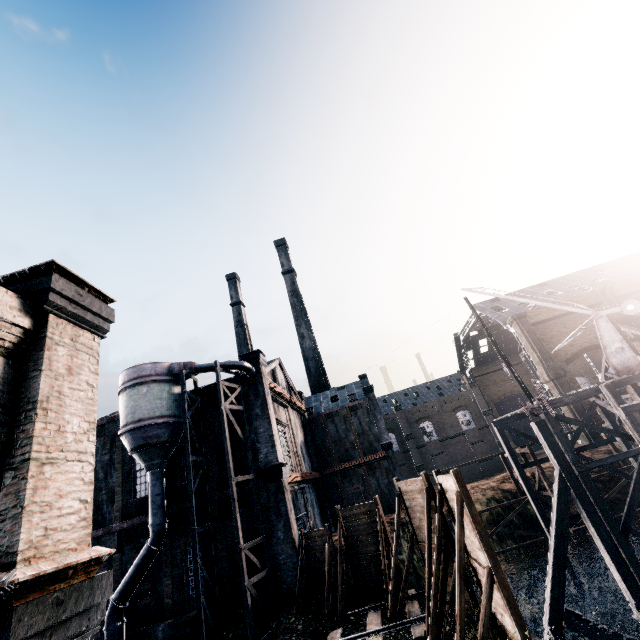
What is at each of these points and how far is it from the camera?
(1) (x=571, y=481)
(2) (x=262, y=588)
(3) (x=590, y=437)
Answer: (1) wooden brace, 17.89m
(2) building, 19.61m
(3) building, 37.81m

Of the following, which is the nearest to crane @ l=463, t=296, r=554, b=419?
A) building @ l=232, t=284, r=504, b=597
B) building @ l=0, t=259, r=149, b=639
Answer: building @ l=232, t=284, r=504, b=597

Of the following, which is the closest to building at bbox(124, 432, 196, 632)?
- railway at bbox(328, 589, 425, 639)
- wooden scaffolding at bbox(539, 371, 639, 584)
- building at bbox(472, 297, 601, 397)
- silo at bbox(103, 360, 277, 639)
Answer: silo at bbox(103, 360, 277, 639)

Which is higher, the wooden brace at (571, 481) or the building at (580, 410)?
the building at (580, 410)

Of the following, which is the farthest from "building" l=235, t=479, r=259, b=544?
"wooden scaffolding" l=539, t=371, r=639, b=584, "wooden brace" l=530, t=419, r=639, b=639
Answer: "wooden scaffolding" l=539, t=371, r=639, b=584

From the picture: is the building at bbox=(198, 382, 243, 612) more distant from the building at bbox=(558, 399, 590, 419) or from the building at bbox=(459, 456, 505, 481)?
the building at bbox=(558, 399, 590, 419)

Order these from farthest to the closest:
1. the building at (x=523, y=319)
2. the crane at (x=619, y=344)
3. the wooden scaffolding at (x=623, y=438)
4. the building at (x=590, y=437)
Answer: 1. the building at (x=523, y=319)
2. the building at (x=590, y=437)
3. the crane at (x=619, y=344)
4. the wooden scaffolding at (x=623, y=438)

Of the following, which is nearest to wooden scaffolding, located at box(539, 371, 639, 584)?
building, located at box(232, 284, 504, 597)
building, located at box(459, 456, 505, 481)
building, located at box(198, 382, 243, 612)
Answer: building, located at box(232, 284, 504, 597)
